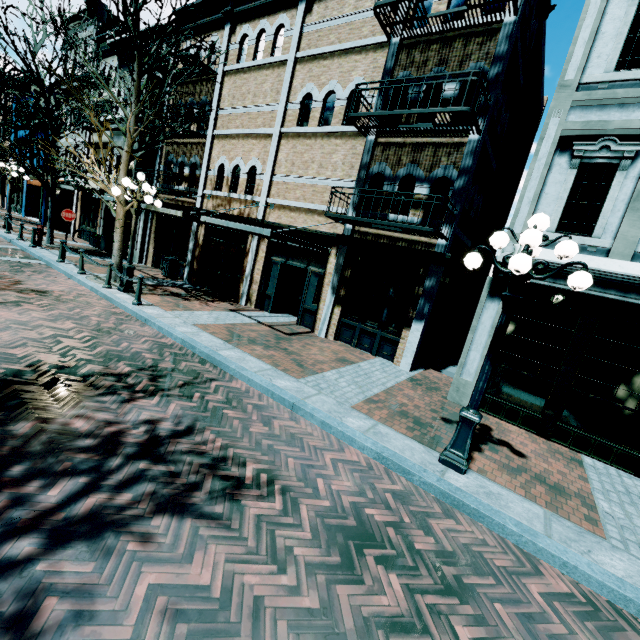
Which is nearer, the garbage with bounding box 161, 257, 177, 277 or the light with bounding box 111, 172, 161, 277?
A: the light with bounding box 111, 172, 161, 277

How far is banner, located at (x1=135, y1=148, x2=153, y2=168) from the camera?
15.6m

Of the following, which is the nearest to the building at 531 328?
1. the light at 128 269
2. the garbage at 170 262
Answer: the light at 128 269

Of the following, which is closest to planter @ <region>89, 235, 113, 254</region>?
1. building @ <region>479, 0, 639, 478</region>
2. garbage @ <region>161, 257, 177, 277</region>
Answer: garbage @ <region>161, 257, 177, 277</region>

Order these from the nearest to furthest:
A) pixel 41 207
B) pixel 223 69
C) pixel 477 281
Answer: pixel 223 69, pixel 477 281, pixel 41 207

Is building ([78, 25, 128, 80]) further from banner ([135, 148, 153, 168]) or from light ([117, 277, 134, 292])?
light ([117, 277, 134, 292])

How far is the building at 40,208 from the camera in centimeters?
2472cm

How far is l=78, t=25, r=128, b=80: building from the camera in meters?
17.6
